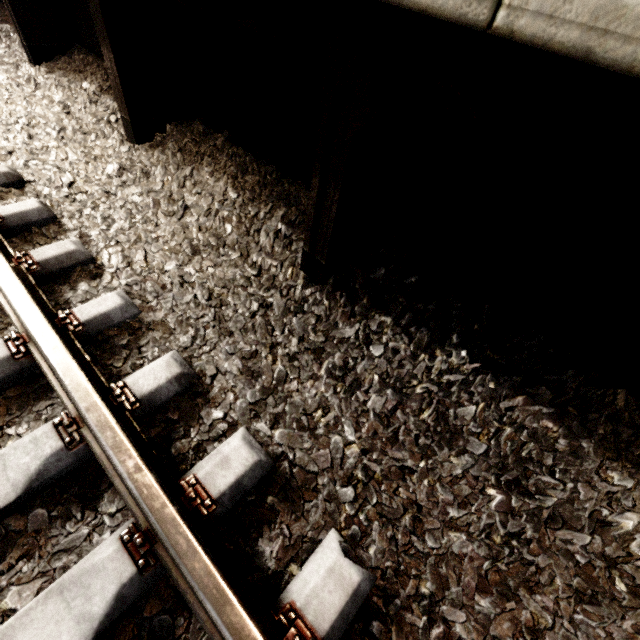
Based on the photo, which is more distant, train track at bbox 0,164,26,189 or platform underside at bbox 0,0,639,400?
train track at bbox 0,164,26,189

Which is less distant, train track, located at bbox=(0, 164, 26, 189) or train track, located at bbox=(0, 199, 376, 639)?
train track, located at bbox=(0, 199, 376, 639)

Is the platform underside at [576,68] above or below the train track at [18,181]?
above

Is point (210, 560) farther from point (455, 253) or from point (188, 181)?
point (188, 181)

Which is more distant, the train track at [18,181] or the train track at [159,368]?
the train track at [18,181]

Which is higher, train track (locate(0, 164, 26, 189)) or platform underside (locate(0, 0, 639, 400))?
platform underside (locate(0, 0, 639, 400))
